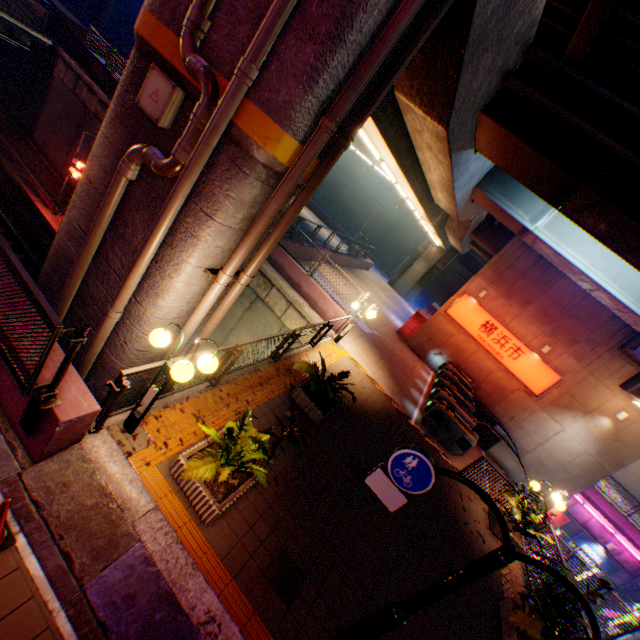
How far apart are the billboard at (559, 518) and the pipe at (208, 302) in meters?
25.9 m

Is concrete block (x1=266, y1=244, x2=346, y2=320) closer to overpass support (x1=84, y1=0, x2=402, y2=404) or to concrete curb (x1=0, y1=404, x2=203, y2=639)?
overpass support (x1=84, y1=0, x2=402, y2=404)

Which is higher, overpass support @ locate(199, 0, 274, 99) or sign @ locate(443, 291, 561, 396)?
overpass support @ locate(199, 0, 274, 99)

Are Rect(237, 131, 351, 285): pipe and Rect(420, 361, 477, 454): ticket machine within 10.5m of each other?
no

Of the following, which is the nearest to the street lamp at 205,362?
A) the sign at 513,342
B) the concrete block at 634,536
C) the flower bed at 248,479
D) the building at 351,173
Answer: the flower bed at 248,479

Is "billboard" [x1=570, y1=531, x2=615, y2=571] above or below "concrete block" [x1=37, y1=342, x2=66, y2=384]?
below

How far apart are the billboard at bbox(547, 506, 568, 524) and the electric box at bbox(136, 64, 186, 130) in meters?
28.1 m

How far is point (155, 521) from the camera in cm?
439
